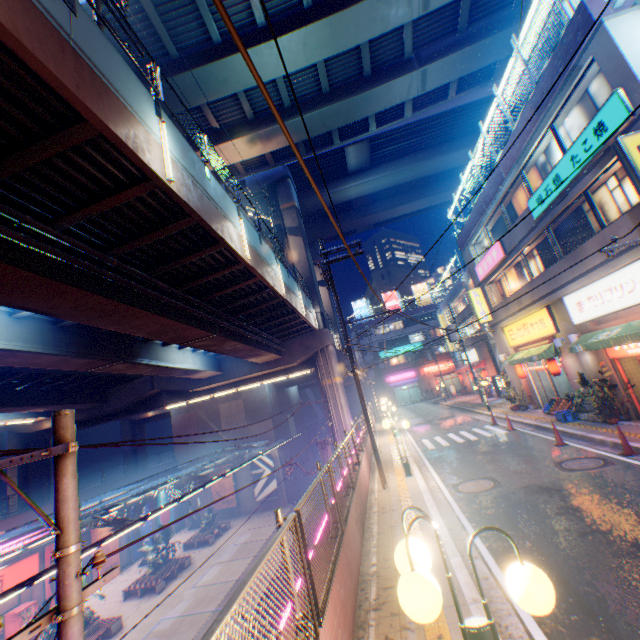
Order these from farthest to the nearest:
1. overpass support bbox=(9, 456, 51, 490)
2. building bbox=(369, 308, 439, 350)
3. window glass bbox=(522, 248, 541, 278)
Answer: building bbox=(369, 308, 439, 350)
overpass support bbox=(9, 456, 51, 490)
window glass bbox=(522, 248, 541, 278)

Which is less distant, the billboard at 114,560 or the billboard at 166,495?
the billboard at 114,560

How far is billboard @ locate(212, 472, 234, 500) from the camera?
34.6m

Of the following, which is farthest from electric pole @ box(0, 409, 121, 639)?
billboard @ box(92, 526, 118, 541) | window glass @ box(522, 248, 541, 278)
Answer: billboard @ box(92, 526, 118, 541)

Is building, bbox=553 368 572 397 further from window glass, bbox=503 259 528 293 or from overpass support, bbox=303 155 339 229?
overpass support, bbox=303 155 339 229

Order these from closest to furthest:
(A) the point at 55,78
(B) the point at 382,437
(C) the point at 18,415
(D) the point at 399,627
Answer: (D) the point at 399,627
(A) the point at 55,78
(B) the point at 382,437
(C) the point at 18,415

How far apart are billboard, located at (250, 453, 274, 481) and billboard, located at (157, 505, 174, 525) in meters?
8.7

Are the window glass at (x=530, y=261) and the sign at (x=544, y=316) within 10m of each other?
yes
